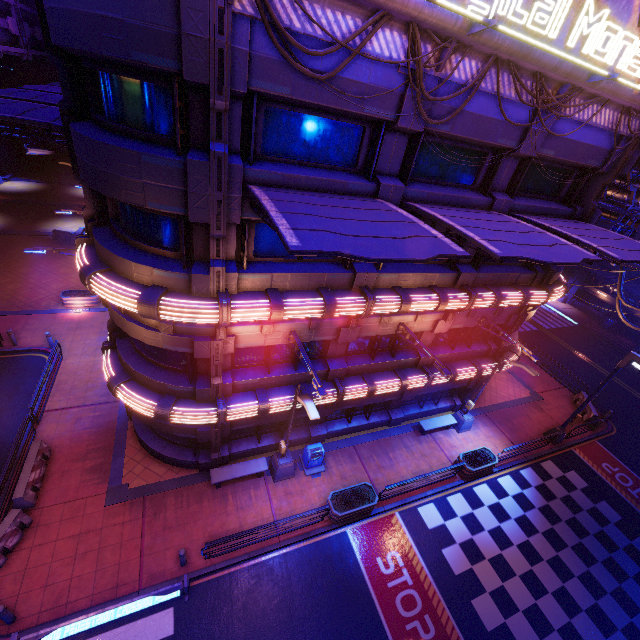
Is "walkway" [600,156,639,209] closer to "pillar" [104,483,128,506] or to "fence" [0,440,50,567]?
"pillar" [104,483,128,506]

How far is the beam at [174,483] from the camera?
13.4 meters

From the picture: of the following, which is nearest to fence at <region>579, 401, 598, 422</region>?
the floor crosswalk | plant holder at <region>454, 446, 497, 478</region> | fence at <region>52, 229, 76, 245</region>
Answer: plant holder at <region>454, 446, 497, 478</region>

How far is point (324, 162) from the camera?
9.5 meters

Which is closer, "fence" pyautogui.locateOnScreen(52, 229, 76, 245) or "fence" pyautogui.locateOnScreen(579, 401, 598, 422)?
"fence" pyautogui.locateOnScreen(579, 401, 598, 422)

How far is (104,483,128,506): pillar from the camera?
13.0 meters

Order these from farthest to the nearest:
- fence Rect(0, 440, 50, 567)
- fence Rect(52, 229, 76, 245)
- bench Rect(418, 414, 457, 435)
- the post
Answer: fence Rect(52, 229, 76, 245) < bench Rect(418, 414, 457, 435) < fence Rect(0, 440, 50, 567) < the post

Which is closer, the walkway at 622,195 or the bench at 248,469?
the bench at 248,469
